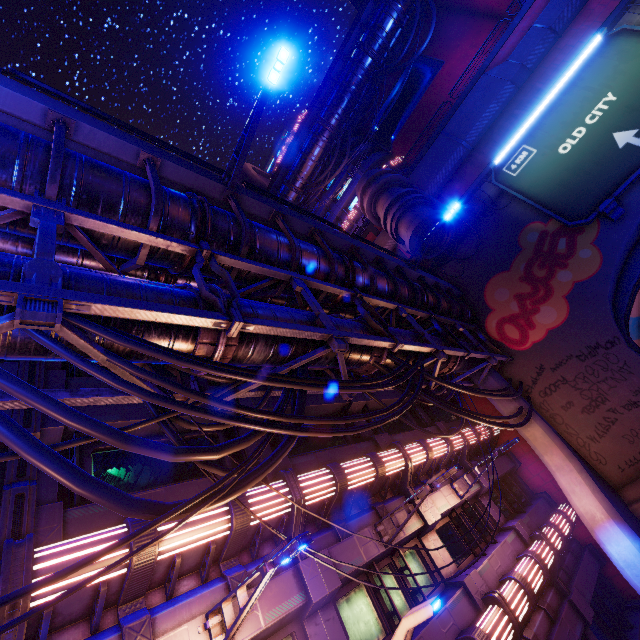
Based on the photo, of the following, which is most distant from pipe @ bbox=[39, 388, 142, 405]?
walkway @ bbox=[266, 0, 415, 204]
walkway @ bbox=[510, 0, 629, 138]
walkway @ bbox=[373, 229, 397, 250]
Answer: walkway @ bbox=[266, 0, 415, 204]

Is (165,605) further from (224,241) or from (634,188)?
(634,188)

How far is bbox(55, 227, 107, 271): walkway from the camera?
5.8m

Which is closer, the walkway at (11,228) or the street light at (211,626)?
the street light at (211,626)

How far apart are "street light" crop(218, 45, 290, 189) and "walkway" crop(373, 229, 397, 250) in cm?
1779

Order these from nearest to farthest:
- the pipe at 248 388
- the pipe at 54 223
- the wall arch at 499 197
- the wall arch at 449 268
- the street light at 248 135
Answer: the pipe at 54 223, the pipe at 248 388, the street light at 248 135, the wall arch at 499 197, the wall arch at 449 268

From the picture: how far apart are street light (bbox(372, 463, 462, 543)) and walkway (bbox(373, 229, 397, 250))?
19.3m
